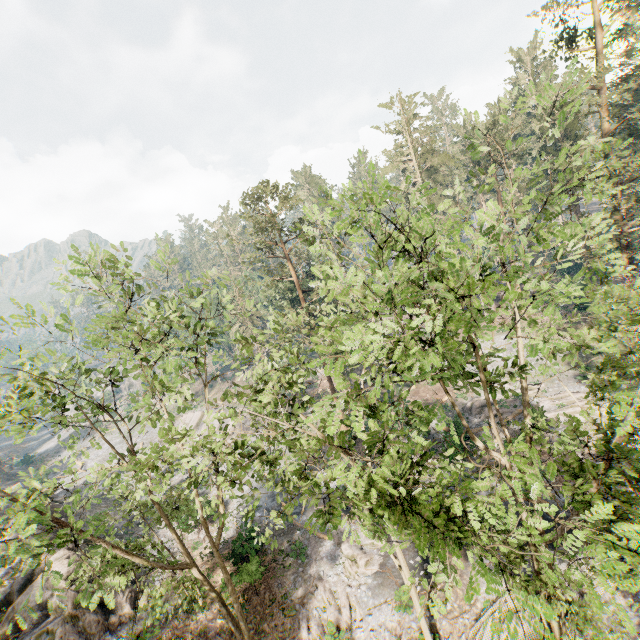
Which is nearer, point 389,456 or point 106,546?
point 389,456

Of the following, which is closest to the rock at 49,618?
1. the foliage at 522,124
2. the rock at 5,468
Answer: the rock at 5,468

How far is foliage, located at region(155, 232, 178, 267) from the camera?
11.9m

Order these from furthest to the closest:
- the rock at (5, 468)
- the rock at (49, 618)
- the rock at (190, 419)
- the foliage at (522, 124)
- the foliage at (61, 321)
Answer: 1. the rock at (190, 419)
2. the rock at (5, 468)
3. the rock at (49, 618)
4. the foliage at (61, 321)
5. the foliage at (522, 124)

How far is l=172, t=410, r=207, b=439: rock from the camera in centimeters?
4356cm

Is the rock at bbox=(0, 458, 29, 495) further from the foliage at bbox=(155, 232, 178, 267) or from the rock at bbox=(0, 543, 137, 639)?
the foliage at bbox=(155, 232, 178, 267)
